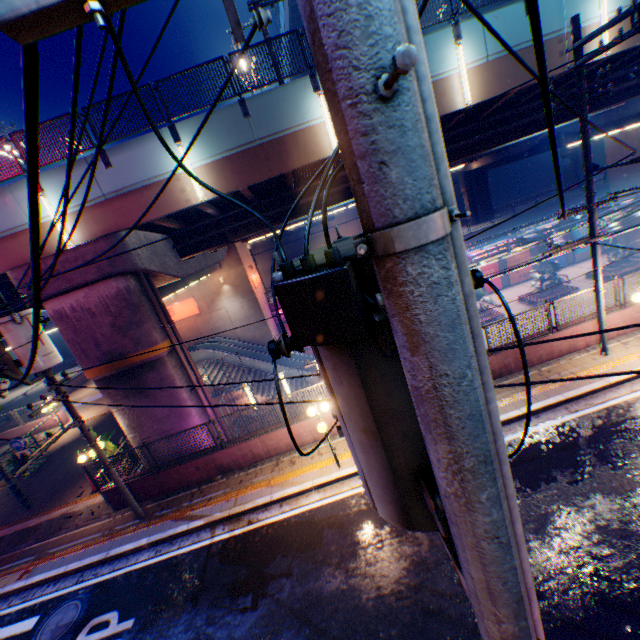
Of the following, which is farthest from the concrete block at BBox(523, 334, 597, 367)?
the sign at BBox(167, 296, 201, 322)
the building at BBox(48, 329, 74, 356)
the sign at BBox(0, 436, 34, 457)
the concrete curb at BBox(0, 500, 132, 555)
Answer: the building at BBox(48, 329, 74, 356)

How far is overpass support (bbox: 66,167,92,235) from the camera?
11.0m

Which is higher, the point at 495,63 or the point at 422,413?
the point at 495,63

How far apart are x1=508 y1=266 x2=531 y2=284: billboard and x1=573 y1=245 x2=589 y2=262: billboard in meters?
4.8 m

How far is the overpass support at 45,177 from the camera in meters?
10.8 m

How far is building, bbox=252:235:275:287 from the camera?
51.94m

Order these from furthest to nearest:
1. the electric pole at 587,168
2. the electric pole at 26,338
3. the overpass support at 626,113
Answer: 1. the overpass support at 626,113
2. the electric pole at 587,168
3. the electric pole at 26,338

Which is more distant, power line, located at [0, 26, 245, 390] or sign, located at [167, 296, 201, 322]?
sign, located at [167, 296, 201, 322]
